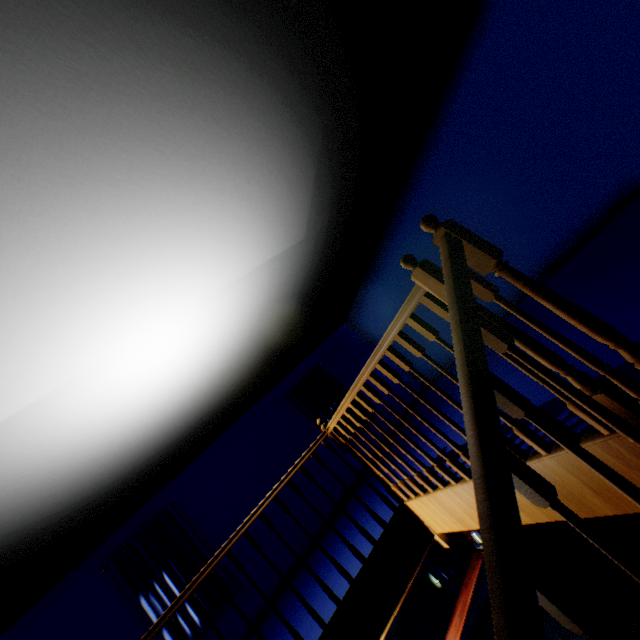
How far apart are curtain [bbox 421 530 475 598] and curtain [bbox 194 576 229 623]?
3.25m

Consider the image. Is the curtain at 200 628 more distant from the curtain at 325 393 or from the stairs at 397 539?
the curtain at 325 393

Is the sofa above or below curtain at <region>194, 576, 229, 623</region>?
below

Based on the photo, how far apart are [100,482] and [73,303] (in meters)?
3.60

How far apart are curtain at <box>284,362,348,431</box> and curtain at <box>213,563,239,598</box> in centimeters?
333cm

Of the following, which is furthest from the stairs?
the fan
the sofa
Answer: → the sofa

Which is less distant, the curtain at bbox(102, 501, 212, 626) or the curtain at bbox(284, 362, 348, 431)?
the curtain at bbox(102, 501, 212, 626)

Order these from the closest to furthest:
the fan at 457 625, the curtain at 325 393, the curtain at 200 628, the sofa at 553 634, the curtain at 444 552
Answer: the fan at 457 625 → the sofa at 553 634 → the curtain at 200 628 → the curtain at 444 552 → the curtain at 325 393
